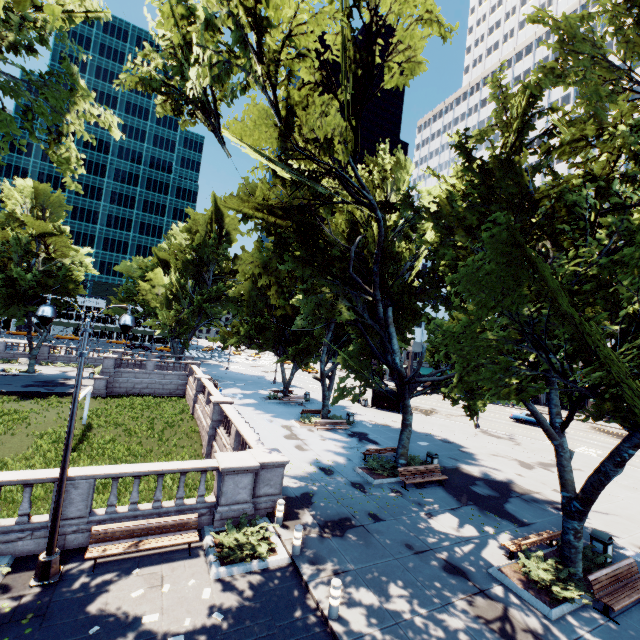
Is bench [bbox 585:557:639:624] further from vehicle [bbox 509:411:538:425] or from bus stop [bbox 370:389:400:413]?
vehicle [bbox 509:411:538:425]

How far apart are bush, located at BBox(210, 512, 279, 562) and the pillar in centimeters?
243cm

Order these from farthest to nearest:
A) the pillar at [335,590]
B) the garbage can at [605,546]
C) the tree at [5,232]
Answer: the tree at [5,232], the garbage can at [605,546], the pillar at [335,590]

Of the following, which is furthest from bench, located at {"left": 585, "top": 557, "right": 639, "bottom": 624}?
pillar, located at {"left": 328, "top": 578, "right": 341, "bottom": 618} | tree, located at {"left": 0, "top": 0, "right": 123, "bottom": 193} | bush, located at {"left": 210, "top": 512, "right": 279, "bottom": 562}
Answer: bush, located at {"left": 210, "top": 512, "right": 279, "bottom": 562}

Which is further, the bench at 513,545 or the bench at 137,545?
the bench at 513,545

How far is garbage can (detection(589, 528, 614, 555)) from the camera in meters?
11.9 m

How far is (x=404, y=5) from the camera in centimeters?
1282cm

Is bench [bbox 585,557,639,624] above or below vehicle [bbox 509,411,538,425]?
below
